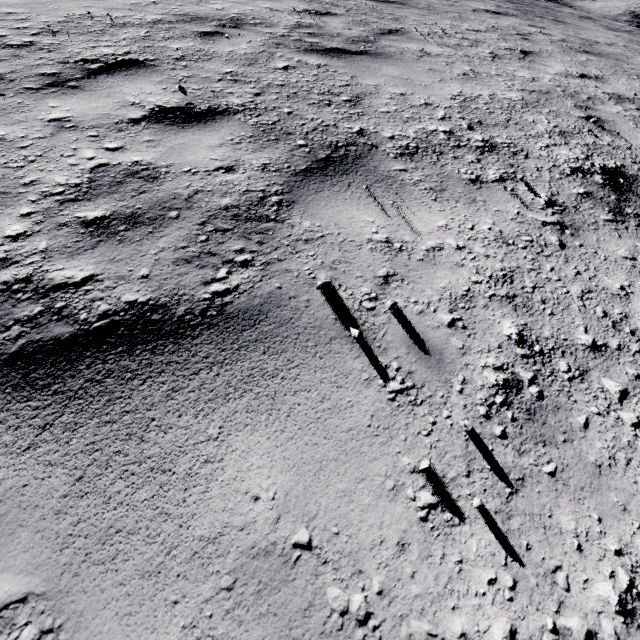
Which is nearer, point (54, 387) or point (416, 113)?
point (54, 387)
